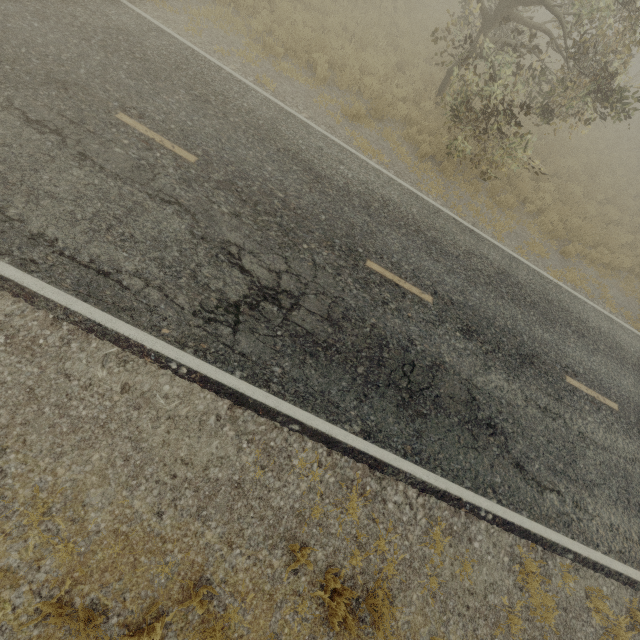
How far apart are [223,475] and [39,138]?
6.3 meters
